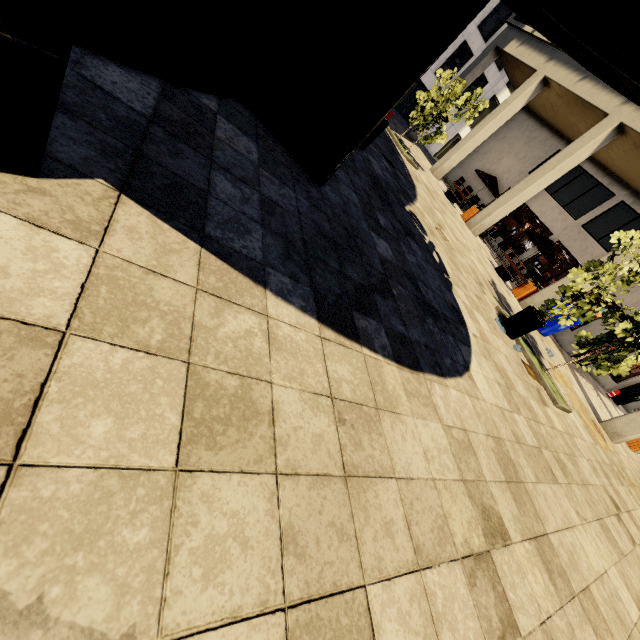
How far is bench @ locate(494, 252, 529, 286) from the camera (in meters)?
12.44

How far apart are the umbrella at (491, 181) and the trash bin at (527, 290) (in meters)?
8.15

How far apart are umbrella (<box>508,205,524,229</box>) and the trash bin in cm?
558

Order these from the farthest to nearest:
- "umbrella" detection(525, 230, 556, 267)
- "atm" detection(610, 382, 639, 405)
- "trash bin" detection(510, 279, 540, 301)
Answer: "atm" detection(610, 382, 639, 405)
"umbrella" detection(525, 230, 556, 267)
"trash bin" detection(510, 279, 540, 301)

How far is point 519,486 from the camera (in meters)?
2.97

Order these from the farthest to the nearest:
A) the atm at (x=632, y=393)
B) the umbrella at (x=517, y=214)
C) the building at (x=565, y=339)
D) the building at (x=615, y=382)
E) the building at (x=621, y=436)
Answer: the atm at (x=632, y=393)
the building at (x=615, y=382)
the umbrella at (x=517, y=214)
the building at (x=565, y=339)
the building at (x=621, y=436)

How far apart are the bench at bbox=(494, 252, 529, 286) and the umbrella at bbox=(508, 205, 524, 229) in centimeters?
453cm

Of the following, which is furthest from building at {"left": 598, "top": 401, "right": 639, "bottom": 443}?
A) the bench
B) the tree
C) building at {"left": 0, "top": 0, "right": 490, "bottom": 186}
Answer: building at {"left": 0, "top": 0, "right": 490, "bottom": 186}
